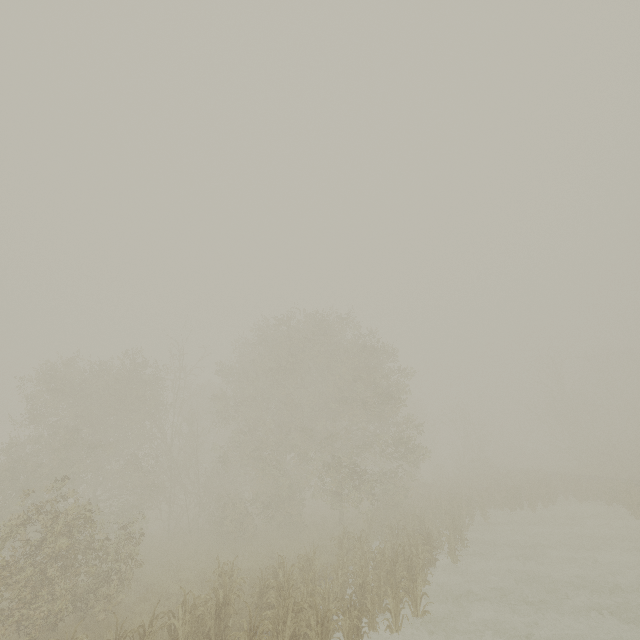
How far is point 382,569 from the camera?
10.6 meters
